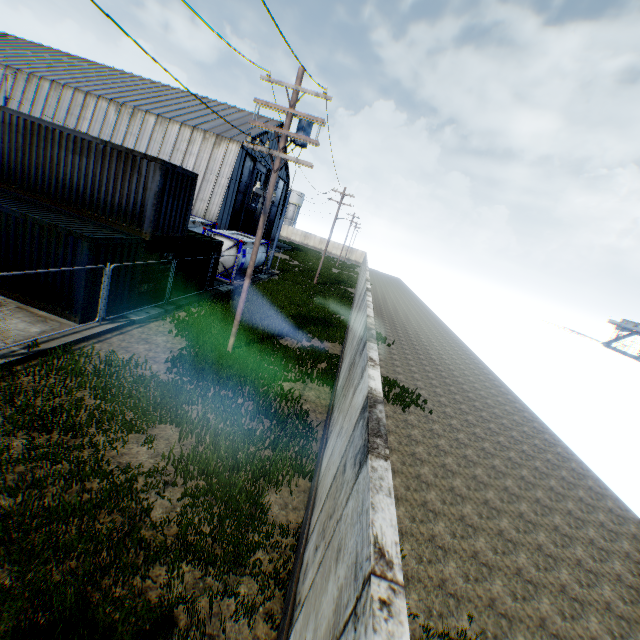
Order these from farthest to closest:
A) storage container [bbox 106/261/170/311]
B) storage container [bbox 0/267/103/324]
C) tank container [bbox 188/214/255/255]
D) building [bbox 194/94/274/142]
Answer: building [bbox 194/94/274/142] → tank container [bbox 188/214/255/255] → storage container [bbox 106/261/170/311] → storage container [bbox 0/267/103/324]

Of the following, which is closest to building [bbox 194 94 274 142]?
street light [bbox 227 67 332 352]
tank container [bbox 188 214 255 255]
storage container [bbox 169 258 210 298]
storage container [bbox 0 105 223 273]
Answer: tank container [bbox 188 214 255 255]

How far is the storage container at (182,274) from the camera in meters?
16.8

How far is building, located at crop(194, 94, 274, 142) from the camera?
38.84m

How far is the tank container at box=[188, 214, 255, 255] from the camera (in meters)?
22.34

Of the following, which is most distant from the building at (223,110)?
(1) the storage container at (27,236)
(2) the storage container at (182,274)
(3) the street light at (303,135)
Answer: (3) the street light at (303,135)

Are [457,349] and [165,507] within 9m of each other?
no

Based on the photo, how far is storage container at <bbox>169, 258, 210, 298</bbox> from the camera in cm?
1685
